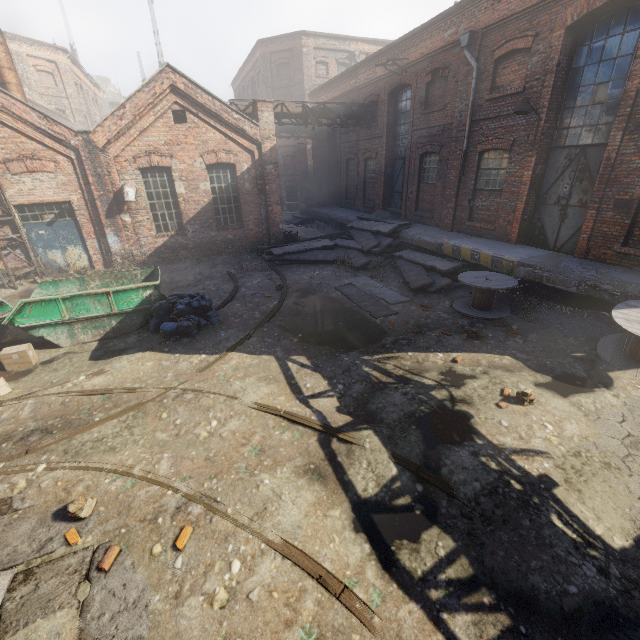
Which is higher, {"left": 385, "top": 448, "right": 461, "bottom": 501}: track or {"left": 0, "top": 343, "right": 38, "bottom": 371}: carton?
{"left": 0, "top": 343, "right": 38, "bottom": 371}: carton

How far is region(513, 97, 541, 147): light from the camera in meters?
9.0

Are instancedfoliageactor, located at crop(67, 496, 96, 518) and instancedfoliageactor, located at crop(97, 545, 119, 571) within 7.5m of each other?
yes

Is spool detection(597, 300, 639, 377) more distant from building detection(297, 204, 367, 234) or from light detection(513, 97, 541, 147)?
light detection(513, 97, 541, 147)

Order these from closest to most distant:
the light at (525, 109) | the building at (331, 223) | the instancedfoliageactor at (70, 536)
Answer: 1. the instancedfoliageactor at (70, 536)
2. the light at (525, 109)
3. the building at (331, 223)

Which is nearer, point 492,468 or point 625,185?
point 492,468

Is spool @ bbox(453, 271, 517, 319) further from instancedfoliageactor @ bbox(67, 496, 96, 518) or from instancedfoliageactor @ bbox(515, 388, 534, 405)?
instancedfoliageactor @ bbox(67, 496, 96, 518)

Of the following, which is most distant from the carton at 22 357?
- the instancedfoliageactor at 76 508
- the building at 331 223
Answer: the building at 331 223
